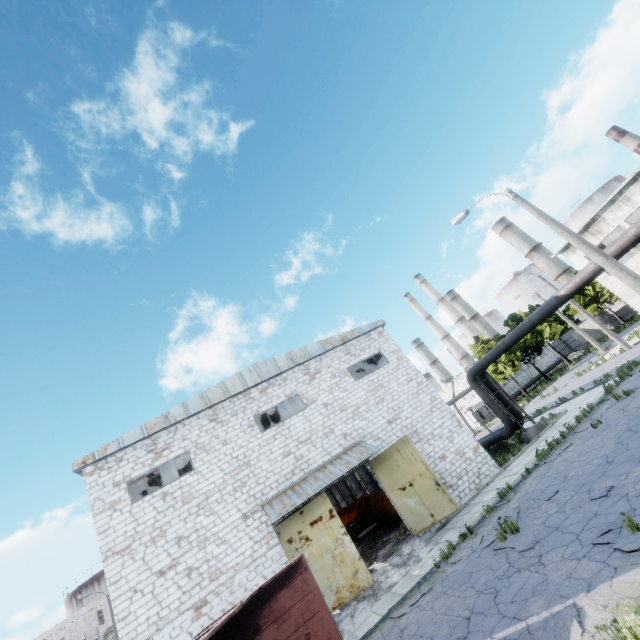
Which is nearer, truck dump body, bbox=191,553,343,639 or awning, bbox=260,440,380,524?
truck dump body, bbox=191,553,343,639

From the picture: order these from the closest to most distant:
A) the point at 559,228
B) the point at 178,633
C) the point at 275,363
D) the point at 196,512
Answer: the point at 559,228, the point at 178,633, the point at 196,512, the point at 275,363

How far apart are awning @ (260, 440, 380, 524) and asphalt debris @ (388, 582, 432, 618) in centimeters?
480cm

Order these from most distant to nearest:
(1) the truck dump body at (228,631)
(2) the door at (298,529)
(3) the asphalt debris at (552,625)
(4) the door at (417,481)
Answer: (4) the door at (417,481), (2) the door at (298,529), (1) the truck dump body at (228,631), (3) the asphalt debris at (552,625)

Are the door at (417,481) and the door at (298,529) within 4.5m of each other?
yes

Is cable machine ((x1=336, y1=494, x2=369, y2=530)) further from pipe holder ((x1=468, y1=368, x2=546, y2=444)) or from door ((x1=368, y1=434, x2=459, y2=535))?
pipe holder ((x1=468, y1=368, x2=546, y2=444))

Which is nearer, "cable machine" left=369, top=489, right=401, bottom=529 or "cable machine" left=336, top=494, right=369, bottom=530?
"cable machine" left=369, top=489, right=401, bottom=529

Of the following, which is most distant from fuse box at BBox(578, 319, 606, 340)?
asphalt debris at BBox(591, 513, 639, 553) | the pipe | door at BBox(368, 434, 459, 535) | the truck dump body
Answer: the truck dump body
